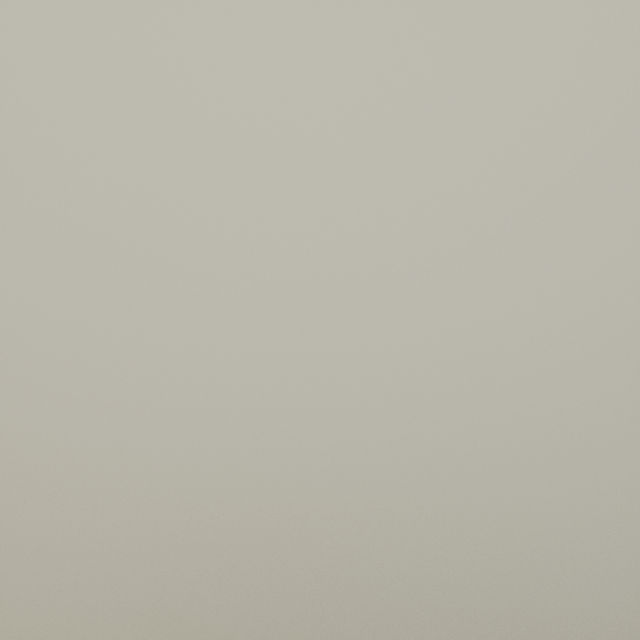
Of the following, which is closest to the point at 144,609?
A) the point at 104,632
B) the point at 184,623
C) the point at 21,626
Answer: the point at 184,623
